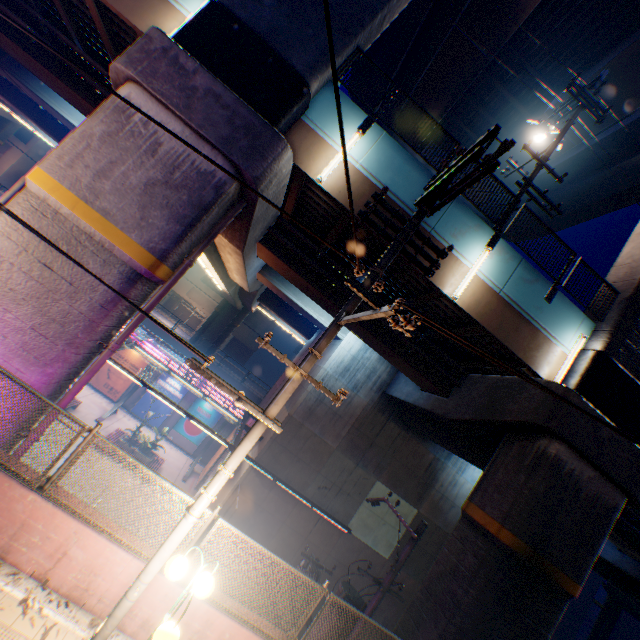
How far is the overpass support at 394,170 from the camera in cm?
892

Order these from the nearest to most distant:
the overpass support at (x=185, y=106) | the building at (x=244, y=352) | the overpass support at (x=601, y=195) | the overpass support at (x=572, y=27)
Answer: the overpass support at (x=185, y=106), the overpass support at (x=572, y=27), the overpass support at (x=601, y=195), the building at (x=244, y=352)

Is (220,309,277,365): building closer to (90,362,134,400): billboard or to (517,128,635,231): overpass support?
(517,128,635,231): overpass support

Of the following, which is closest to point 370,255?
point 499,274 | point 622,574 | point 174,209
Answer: point 499,274

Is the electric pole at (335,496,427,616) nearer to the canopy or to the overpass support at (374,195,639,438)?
the overpass support at (374,195,639,438)

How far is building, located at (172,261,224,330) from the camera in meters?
47.2

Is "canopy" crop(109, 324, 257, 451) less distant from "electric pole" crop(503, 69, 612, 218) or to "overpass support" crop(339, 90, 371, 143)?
"overpass support" crop(339, 90, 371, 143)

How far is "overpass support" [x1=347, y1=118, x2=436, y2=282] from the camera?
8.92m
